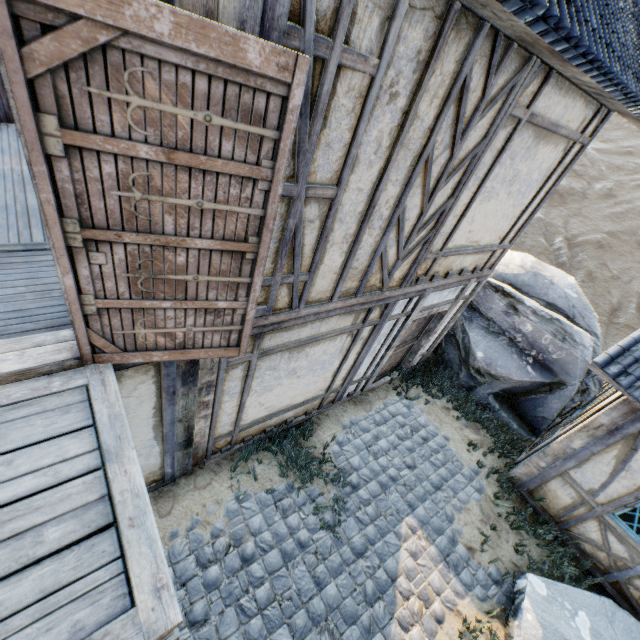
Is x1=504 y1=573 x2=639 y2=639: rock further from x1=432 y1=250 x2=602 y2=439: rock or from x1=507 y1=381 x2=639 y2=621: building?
x1=432 y1=250 x2=602 y2=439: rock

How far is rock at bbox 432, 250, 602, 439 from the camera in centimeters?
706cm

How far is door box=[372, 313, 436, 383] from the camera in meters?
6.3 m

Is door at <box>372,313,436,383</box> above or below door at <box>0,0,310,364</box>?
below

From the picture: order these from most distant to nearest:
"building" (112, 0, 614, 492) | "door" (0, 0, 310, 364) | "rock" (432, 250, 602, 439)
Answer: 1. "rock" (432, 250, 602, 439)
2. "building" (112, 0, 614, 492)
3. "door" (0, 0, 310, 364)

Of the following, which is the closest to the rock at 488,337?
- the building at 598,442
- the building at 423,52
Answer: the building at 423,52

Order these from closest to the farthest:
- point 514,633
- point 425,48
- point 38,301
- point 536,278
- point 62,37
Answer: point 62,37
point 425,48
point 38,301
point 514,633
point 536,278

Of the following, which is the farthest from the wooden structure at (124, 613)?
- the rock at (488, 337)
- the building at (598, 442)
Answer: the rock at (488, 337)
